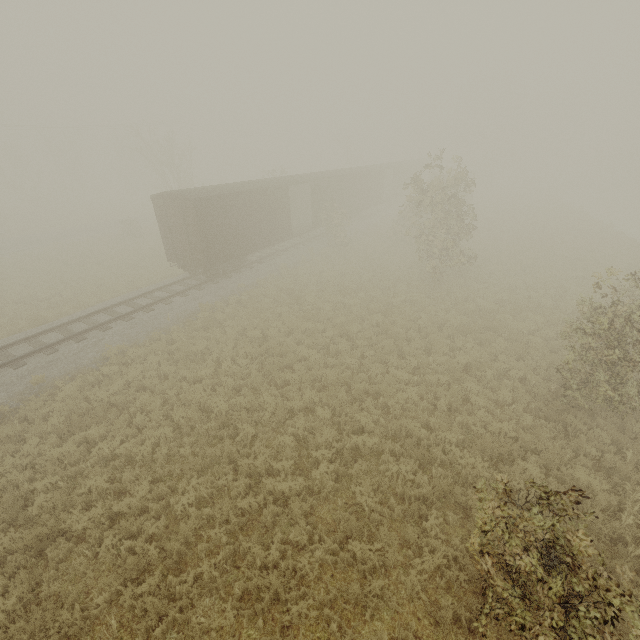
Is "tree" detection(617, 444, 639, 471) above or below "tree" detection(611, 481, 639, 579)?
above

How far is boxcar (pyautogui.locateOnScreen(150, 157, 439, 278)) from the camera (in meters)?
16.77

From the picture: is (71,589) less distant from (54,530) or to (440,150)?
(54,530)

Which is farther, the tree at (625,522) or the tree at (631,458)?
the tree at (631,458)

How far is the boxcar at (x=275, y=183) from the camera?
16.8m

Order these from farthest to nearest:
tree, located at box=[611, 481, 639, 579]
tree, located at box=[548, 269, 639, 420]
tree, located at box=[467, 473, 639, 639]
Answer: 1. tree, located at box=[548, 269, 639, 420]
2. tree, located at box=[611, 481, 639, 579]
3. tree, located at box=[467, 473, 639, 639]

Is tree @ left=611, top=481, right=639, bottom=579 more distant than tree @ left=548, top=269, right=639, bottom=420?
No
